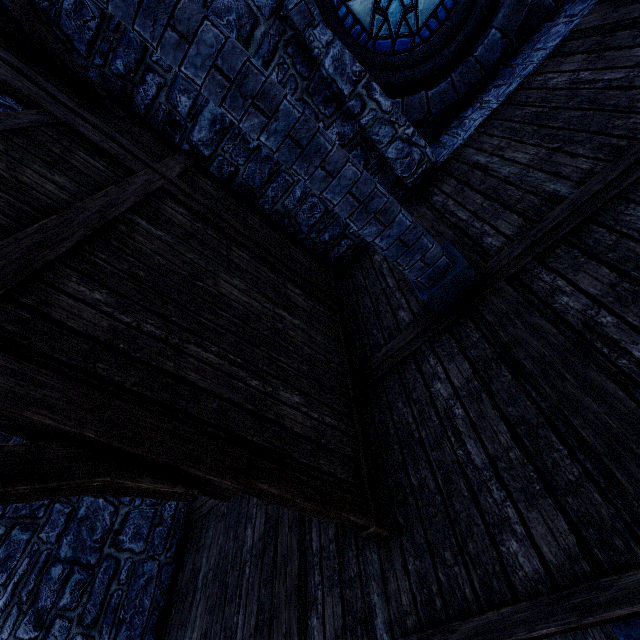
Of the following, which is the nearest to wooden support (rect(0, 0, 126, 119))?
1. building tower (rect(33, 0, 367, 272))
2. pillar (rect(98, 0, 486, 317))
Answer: building tower (rect(33, 0, 367, 272))

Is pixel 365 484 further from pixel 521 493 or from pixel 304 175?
pixel 304 175

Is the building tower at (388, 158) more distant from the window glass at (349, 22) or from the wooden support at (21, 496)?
the wooden support at (21, 496)

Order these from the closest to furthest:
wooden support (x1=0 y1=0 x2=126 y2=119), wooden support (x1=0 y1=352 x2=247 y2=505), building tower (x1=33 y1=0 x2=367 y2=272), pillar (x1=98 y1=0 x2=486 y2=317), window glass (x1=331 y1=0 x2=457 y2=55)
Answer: wooden support (x1=0 y1=352 x2=247 y2=505) < pillar (x1=98 y1=0 x2=486 y2=317) < wooden support (x1=0 y1=0 x2=126 y2=119) < building tower (x1=33 y1=0 x2=367 y2=272) < window glass (x1=331 y1=0 x2=457 y2=55)

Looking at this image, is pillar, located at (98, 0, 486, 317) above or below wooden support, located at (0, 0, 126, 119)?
below

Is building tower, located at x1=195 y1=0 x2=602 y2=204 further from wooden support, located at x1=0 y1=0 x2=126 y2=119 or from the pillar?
the pillar

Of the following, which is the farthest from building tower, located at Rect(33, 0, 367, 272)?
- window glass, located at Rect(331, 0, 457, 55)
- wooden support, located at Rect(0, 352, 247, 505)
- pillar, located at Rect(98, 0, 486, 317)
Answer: wooden support, located at Rect(0, 352, 247, 505)

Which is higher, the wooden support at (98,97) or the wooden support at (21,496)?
the wooden support at (98,97)
